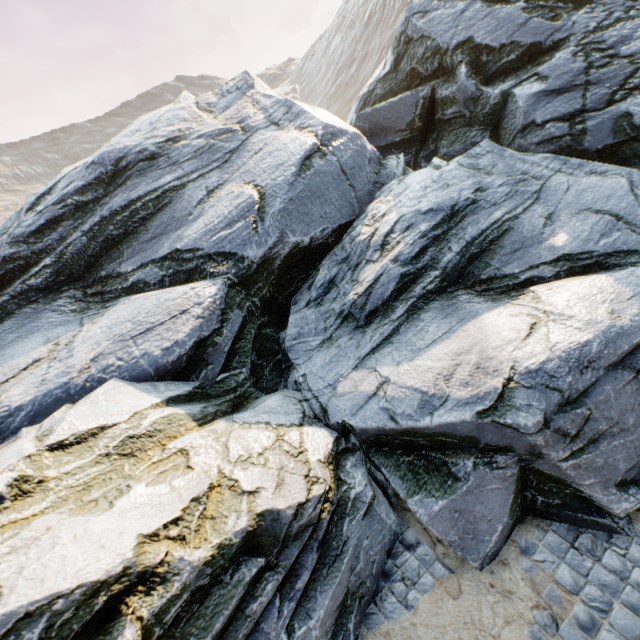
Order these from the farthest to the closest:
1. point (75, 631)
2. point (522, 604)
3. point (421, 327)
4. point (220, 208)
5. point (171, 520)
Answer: point (220, 208) → point (421, 327) → point (522, 604) → point (171, 520) → point (75, 631)
